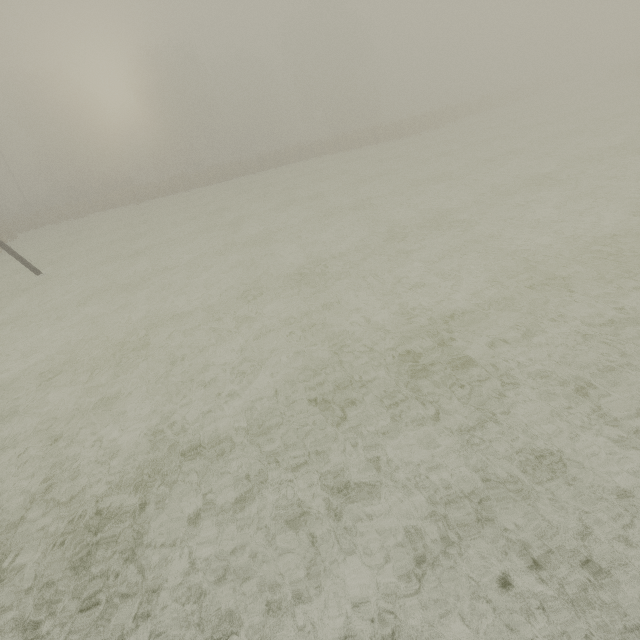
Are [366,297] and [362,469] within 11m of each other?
yes
